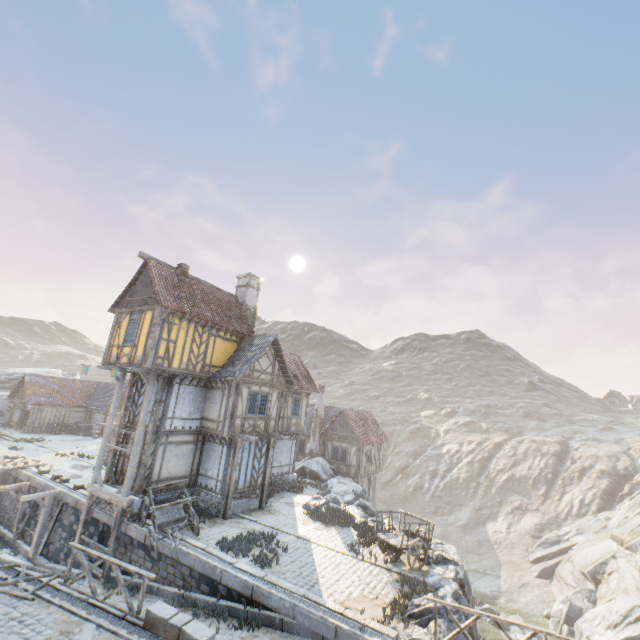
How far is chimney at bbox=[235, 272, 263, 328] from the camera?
23.0 meters

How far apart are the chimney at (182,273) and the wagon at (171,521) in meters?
10.5

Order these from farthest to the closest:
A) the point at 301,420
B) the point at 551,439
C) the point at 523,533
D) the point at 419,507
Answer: → the point at 551,439 → the point at 419,507 → the point at 523,533 → the point at 301,420

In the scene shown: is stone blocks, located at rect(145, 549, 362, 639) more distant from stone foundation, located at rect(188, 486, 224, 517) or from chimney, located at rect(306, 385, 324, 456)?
chimney, located at rect(306, 385, 324, 456)

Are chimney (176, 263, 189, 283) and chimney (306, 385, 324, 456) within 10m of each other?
no

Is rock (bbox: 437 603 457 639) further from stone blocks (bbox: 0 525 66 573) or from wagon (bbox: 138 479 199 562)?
wagon (bbox: 138 479 199 562)

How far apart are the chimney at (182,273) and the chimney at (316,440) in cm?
1841

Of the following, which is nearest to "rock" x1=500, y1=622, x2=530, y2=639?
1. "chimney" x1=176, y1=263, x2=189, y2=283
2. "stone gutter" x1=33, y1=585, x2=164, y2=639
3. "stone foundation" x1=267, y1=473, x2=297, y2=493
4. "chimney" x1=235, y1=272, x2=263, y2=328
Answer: "stone gutter" x1=33, y1=585, x2=164, y2=639
